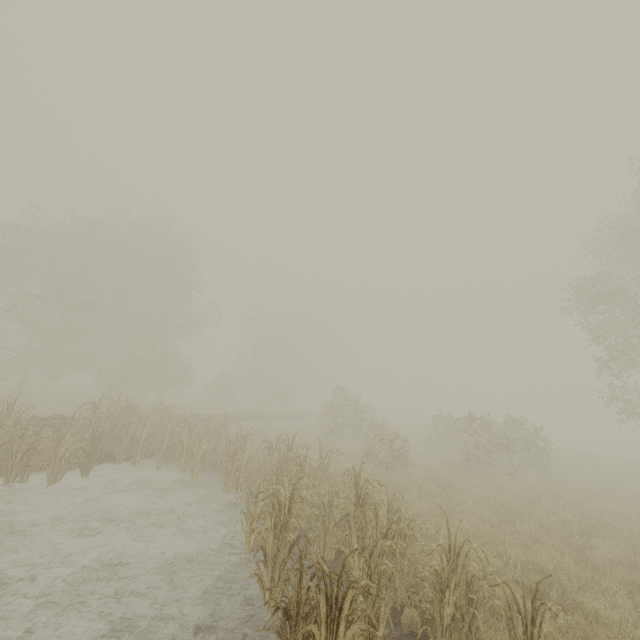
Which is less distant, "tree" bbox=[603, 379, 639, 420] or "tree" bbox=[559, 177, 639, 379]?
"tree" bbox=[559, 177, 639, 379]

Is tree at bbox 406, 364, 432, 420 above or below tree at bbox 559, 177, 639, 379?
below

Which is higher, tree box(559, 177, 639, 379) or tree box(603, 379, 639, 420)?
tree box(559, 177, 639, 379)

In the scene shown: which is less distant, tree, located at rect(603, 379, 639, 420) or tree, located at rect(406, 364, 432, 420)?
tree, located at rect(603, 379, 639, 420)

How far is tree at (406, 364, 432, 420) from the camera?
49.1 meters

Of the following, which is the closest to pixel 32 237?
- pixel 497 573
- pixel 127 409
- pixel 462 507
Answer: pixel 127 409

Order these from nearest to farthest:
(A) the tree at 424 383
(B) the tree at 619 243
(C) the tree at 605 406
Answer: (B) the tree at 619 243 → (C) the tree at 605 406 → (A) the tree at 424 383

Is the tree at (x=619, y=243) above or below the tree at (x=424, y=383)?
above
